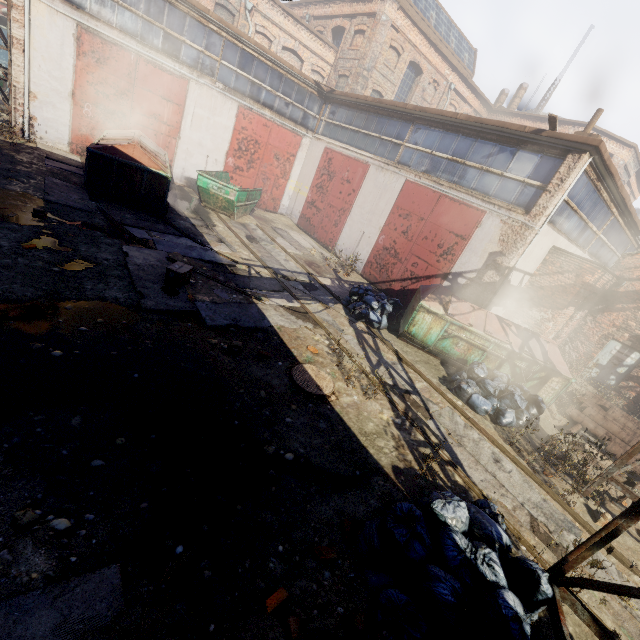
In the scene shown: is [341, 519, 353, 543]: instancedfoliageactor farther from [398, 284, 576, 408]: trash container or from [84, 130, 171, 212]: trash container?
[84, 130, 171, 212]: trash container

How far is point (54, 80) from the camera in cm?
1136

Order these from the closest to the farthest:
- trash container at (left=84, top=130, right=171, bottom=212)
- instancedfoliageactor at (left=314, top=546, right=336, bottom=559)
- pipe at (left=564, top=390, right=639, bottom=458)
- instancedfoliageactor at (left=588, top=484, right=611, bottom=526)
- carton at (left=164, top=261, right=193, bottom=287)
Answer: instancedfoliageactor at (left=314, top=546, right=336, bottom=559) < instancedfoliageactor at (left=588, top=484, right=611, bottom=526) < carton at (left=164, top=261, right=193, bottom=287) < pipe at (left=564, top=390, right=639, bottom=458) < trash container at (left=84, top=130, right=171, bottom=212)

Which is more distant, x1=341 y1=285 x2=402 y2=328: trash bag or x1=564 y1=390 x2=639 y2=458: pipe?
x1=341 y1=285 x2=402 y2=328: trash bag

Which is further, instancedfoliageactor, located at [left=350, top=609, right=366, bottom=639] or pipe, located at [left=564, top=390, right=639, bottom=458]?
pipe, located at [left=564, top=390, right=639, bottom=458]

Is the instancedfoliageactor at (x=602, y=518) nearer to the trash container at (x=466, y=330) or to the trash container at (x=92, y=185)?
the trash container at (x=466, y=330)

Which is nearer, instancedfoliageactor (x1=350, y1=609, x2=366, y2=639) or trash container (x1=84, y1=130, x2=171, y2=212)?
instancedfoliageactor (x1=350, y1=609, x2=366, y2=639)

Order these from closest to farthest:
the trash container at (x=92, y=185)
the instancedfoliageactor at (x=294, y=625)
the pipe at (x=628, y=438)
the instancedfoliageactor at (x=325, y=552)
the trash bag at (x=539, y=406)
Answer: the instancedfoliageactor at (x=294, y=625) < the instancedfoliageactor at (x=325, y=552) < the trash bag at (x=539, y=406) < the pipe at (x=628, y=438) < the trash container at (x=92, y=185)
